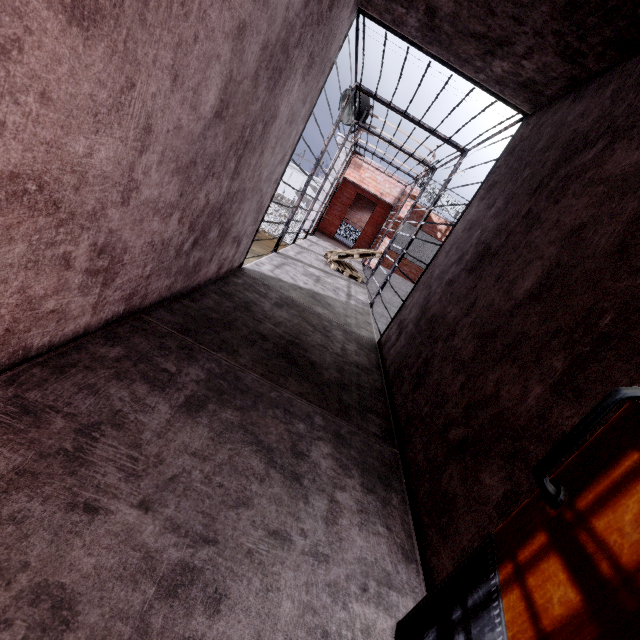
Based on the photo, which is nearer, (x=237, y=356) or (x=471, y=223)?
(x=237, y=356)

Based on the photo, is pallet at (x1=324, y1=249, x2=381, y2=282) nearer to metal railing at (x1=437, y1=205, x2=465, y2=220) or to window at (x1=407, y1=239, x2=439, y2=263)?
metal railing at (x1=437, y1=205, x2=465, y2=220)

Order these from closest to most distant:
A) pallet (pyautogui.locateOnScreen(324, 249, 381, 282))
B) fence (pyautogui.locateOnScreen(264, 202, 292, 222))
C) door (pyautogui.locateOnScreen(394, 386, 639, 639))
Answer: door (pyautogui.locateOnScreen(394, 386, 639, 639))
pallet (pyautogui.locateOnScreen(324, 249, 381, 282))
fence (pyautogui.locateOnScreen(264, 202, 292, 222))

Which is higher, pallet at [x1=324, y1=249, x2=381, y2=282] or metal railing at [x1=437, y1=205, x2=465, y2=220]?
metal railing at [x1=437, y1=205, x2=465, y2=220]

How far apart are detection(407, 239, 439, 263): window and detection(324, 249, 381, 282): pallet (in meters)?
6.48

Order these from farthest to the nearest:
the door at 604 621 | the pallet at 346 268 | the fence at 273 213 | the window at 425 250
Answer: the fence at 273 213 → the window at 425 250 → the pallet at 346 268 → the door at 604 621

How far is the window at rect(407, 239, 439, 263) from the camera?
14.33m

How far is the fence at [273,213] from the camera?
30.8m
